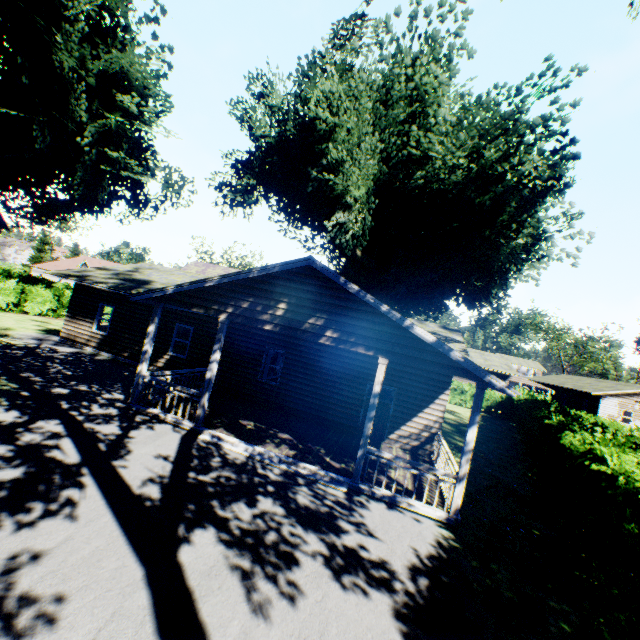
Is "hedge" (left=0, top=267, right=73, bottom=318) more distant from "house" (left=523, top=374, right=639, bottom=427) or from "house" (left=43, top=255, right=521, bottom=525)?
"house" (left=523, top=374, right=639, bottom=427)

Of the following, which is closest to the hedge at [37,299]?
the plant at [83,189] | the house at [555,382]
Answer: the plant at [83,189]

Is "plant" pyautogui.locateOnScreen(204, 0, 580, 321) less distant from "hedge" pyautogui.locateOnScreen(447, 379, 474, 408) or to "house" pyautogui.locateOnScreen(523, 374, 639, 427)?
"hedge" pyautogui.locateOnScreen(447, 379, 474, 408)

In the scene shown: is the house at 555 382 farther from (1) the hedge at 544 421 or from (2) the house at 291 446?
(2) the house at 291 446

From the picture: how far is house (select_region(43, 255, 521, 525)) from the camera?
8.5m

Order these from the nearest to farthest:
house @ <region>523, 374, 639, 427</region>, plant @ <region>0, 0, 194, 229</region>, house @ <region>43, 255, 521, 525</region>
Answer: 1. house @ <region>43, 255, 521, 525</region>
2. plant @ <region>0, 0, 194, 229</region>
3. house @ <region>523, 374, 639, 427</region>

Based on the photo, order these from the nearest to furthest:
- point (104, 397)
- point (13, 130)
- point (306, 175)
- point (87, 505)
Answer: point (87, 505), point (104, 397), point (306, 175), point (13, 130)

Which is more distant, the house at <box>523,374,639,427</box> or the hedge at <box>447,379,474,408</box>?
the house at <box>523,374,639,427</box>
